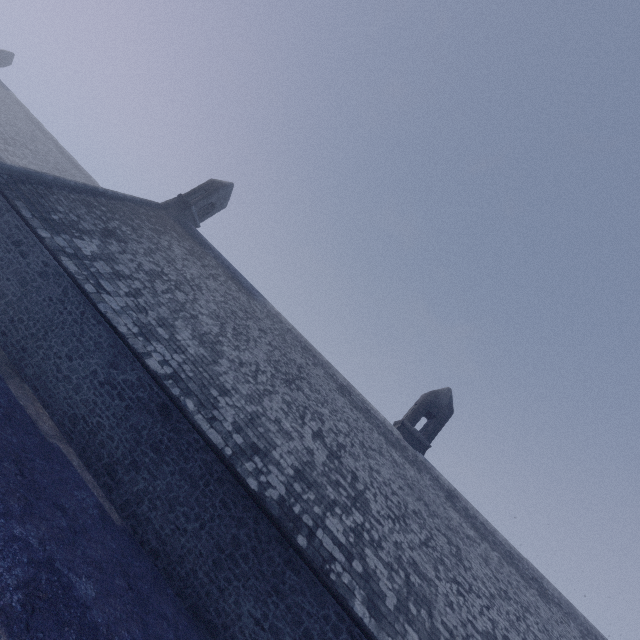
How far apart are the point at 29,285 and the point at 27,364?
2.9 meters

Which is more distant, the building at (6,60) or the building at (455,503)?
the building at (6,60)

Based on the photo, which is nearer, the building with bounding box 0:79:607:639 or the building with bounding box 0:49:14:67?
the building with bounding box 0:79:607:639

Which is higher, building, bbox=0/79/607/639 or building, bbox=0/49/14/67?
building, bbox=0/49/14/67

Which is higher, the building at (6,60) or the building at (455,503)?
the building at (6,60)
